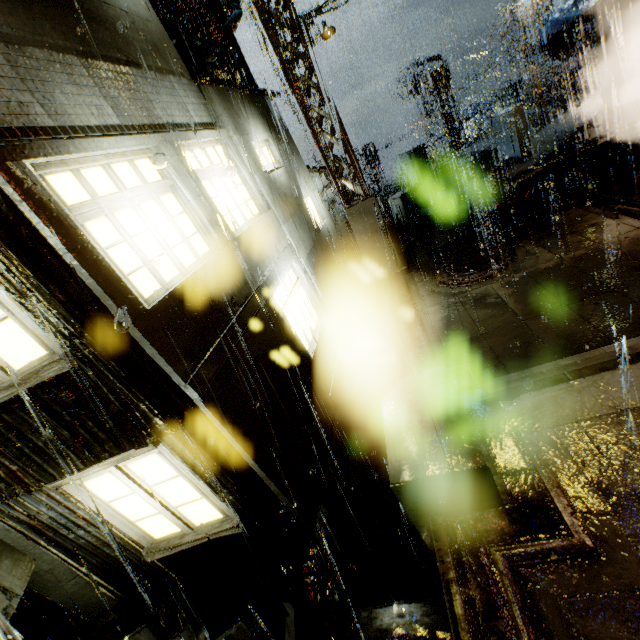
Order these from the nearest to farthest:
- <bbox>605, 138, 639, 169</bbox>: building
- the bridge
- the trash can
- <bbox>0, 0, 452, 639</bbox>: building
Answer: <bbox>0, 0, 452, 639</bbox>: building < <bbox>605, 138, 639, 169</bbox>: building < the bridge < the trash can

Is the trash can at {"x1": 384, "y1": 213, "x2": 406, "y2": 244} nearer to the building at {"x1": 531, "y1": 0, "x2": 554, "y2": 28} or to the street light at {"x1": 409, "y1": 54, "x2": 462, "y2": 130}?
the building at {"x1": 531, "y1": 0, "x2": 554, "y2": 28}

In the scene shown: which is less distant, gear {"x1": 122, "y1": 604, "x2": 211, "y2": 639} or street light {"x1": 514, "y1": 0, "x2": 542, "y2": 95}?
gear {"x1": 122, "y1": 604, "x2": 211, "y2": 639}

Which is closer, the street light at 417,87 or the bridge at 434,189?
the bridge at 434,189

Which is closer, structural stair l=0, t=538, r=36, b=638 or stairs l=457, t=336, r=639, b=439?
stairs l=457, t=336, r=639, b=439

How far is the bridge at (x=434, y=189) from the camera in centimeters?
1252cm

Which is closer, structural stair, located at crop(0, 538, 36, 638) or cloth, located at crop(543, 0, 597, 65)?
structural stair, located at crop(0, 538, 36, 638)

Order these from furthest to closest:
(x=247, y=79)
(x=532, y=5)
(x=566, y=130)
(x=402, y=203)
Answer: A: (x=532, y=5) → (x=402, y=203) → (x=566, y=130) → (x=247, y=79)
